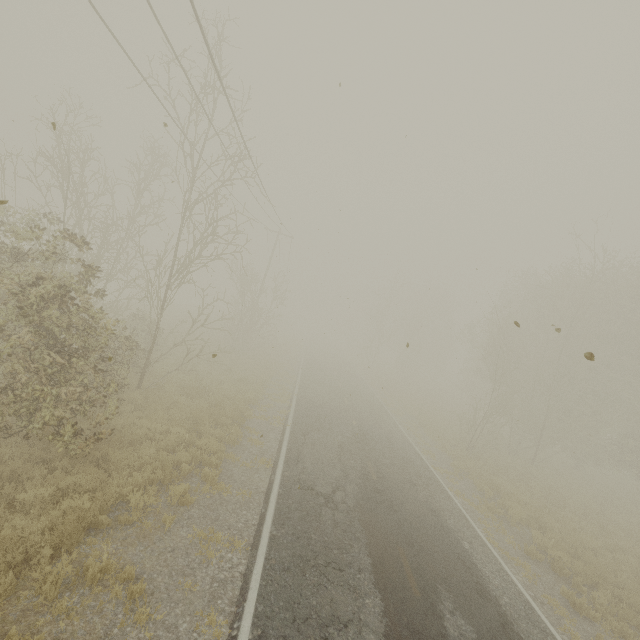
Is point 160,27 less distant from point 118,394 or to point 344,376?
point 118,394
